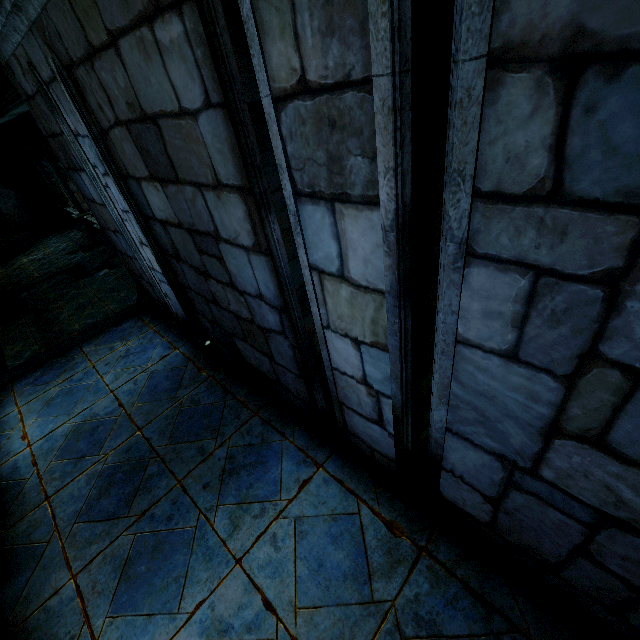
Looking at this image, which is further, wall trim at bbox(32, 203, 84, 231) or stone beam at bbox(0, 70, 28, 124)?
wall trim at bbox(32, 203, 84, 231)

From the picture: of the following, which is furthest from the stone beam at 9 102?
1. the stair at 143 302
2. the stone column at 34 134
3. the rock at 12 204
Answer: the stair at 143 302

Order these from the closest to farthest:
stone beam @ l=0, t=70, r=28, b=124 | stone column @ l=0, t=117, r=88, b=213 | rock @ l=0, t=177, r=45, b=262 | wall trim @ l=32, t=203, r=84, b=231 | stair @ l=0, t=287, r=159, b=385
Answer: stone beam @ l=0, t=70, r=28, b=124, stair @ l=0, t=287, r=159, b=385, stone column @ l=0, t=117, r=88, b=213, rock @ l=0, t=177, r=45, b=262, wall trim @ l=32, t=203, r=84, b=231

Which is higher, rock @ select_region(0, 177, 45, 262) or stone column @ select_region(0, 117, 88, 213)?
stone column @ select_region(0, 117, 88, 213)

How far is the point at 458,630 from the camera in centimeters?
218cm

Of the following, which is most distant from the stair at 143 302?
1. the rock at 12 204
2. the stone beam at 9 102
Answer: the rock at 12 204

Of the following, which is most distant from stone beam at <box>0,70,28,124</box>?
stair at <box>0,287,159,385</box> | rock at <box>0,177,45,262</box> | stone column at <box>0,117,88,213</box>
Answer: stair at <box>0,287,159,385</box>

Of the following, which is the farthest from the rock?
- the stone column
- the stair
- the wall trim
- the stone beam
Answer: the stair
